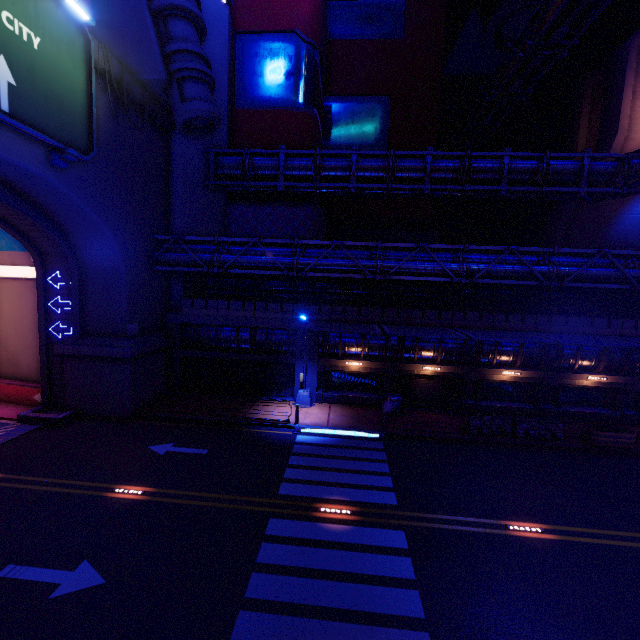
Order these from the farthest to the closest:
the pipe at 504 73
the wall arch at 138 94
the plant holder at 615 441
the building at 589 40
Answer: the building at 589 40 < the pipe at 504 73 < the wall arch at 138 94 < the plant holder at 615 441

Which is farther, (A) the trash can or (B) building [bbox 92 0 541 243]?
(A) the trash can

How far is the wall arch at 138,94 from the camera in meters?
17.5 m

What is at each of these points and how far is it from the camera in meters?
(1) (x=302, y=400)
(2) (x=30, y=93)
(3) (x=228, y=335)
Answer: (1) street light, 20.8 m
(2) sign, 11.6 m
(3) walkway, 22.0 m

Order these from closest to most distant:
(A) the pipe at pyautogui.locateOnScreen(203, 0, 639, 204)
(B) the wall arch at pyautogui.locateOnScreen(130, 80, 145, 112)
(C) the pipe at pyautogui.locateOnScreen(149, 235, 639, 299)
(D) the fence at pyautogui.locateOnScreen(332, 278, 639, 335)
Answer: (B) the wall arch at pyautogui.locateOnScreen(130, 80, 145, 112) < (C) the pipe at pyautogui.locateOnScreen(149, 235, 639, 299) < (D) the fence at pyautogui.locateOnScreen(332, 278, 639, 335) < (A) the pipe at pyautogui.locateOnScreen(203, 0, 639, 204)

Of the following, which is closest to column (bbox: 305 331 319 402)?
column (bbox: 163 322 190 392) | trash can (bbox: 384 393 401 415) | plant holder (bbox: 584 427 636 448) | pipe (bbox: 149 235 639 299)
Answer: pipe (bbox: 149 235 639 299)

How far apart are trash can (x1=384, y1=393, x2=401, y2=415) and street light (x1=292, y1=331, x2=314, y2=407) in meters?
4.4

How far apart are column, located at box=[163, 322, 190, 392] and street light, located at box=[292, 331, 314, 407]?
7.9 meters
